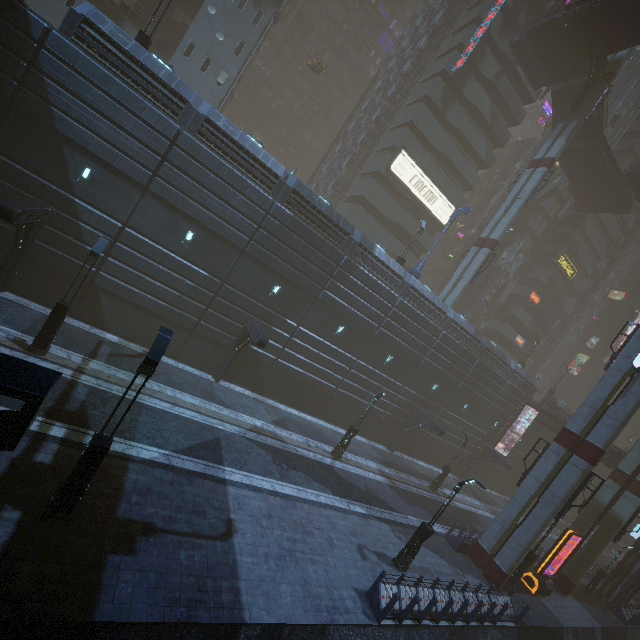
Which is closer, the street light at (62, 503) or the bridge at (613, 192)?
the street light at (62, 503)

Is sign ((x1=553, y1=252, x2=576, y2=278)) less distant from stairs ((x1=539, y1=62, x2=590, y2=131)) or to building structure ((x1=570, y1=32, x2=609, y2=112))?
→ stairs ((x1=539, y1=62, x2=590, y2=131))

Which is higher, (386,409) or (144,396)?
(386,409)

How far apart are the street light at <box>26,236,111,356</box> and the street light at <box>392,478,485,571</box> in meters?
18.2 m

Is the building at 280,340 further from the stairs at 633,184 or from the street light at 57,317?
the street light at 57,317

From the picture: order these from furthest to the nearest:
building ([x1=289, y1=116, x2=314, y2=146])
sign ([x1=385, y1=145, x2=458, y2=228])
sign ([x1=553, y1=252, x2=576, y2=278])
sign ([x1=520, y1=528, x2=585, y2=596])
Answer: building ([x1=289, y1=116, x2=314, y2=146]), sign ([x1=553, y1=252, x2=576, y2=278]), sign ([x1=385, y1=145, x2=458, y2=228]), sign ([x1=520, y1=528, x2=585, y2=596])

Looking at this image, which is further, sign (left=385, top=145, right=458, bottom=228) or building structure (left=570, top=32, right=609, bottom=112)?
sign (left=385, top=145, right=458, bottom=228)

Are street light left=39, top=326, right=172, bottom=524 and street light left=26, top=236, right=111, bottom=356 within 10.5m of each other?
yes
